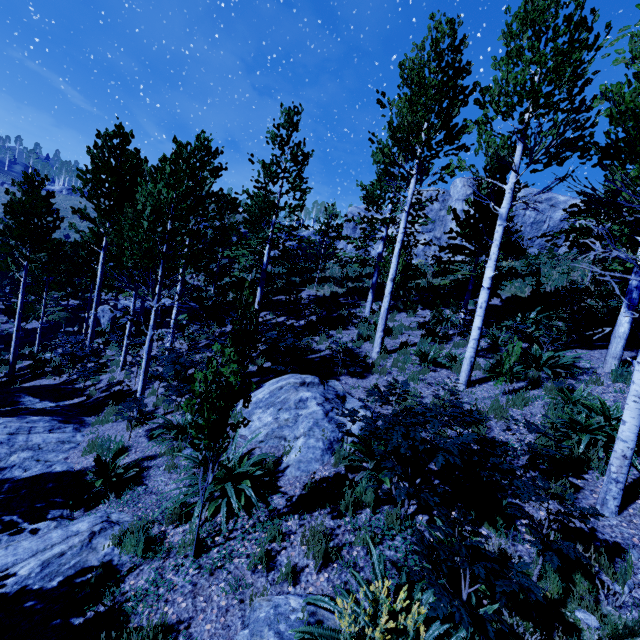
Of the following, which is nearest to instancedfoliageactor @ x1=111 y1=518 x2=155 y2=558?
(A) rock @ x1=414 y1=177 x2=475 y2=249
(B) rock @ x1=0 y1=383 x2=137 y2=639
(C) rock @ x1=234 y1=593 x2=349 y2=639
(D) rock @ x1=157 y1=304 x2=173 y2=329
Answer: (B) rock @ x1=0 y1=383 x2=137 y2=639

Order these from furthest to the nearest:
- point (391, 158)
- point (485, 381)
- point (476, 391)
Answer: point (391, 158)
point (485, 381)
point (476, 391)

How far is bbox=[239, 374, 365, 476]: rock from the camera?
5.9m

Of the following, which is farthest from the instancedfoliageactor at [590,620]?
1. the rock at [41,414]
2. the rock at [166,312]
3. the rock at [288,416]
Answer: the rock at [166,312]

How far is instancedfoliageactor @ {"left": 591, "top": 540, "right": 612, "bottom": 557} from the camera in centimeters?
336cm

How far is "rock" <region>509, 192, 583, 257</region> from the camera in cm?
2205

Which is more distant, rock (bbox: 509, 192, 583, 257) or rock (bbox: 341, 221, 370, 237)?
rock (bbox: 341, 221, 370, 237)

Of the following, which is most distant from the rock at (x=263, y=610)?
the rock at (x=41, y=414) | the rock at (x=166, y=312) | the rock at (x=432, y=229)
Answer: the rock at (x=432, y=229)
